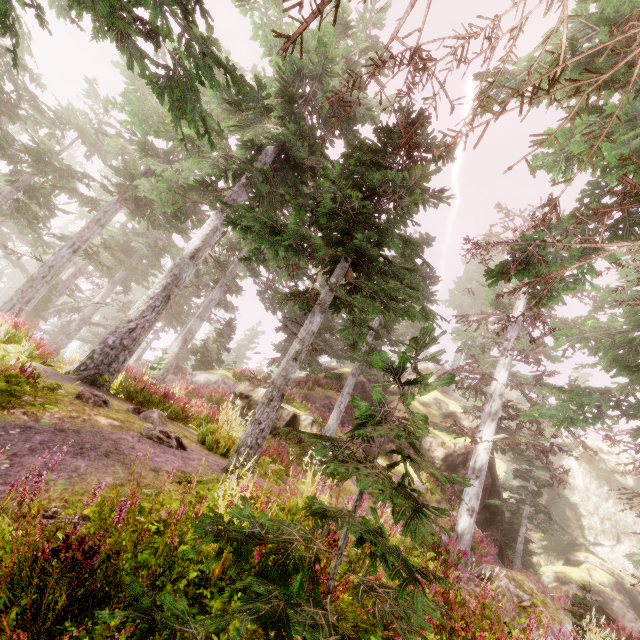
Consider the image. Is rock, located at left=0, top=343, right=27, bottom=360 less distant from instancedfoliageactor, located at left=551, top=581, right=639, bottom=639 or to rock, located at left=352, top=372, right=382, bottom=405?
instancedfoliageactor, located at left=551, top=581, right=639, bottom=639

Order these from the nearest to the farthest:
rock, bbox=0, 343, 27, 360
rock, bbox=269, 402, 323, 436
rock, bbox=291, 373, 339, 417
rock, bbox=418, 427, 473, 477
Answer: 1. rock, bbox=0, 343, 27, 360
2. rock, bbox=269, 402, 323, 436
3. rock, bbox=418, 427, 473, 477
4. rock, bbox=291, 373, 339, 417

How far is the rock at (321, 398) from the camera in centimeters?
2291cm

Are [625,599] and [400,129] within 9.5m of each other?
no

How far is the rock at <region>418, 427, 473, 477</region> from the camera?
21.75m

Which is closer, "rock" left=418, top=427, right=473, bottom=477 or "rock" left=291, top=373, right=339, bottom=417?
"rock" left=418, top=427, right=473, bottom=477

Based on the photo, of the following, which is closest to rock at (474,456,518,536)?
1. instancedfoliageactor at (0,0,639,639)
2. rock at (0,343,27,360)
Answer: instancedfoliageactor at (0,0,639,639)

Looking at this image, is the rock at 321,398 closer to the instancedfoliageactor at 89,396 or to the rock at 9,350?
the instancedfoliageactor at 89,396
